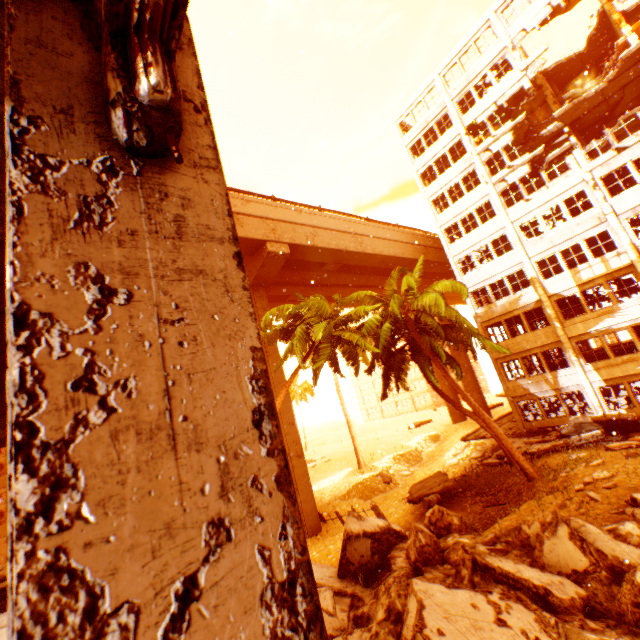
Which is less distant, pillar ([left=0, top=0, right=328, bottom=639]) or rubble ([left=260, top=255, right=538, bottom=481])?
pillar ([left=0, top=0, right=328, bottom=639])

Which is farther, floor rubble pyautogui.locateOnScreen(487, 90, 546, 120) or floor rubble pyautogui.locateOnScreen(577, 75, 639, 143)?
floor rubble pyautogui.locateOnScreen(487, 90, 546, 120)

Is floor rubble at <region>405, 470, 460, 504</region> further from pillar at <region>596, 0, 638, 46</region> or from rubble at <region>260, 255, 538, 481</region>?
pillar at <region>596, 0, 638, 46</region>

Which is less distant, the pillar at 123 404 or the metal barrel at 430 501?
the pillar at 123 404

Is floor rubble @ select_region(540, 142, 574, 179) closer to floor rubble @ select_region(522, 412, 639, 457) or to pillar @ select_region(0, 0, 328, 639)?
floor rubble @ select_region(522, 412, 639, 457)

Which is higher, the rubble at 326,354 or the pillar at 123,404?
the rubble at 326,354

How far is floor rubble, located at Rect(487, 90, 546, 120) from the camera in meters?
25.2 m

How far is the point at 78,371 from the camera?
0.7m
